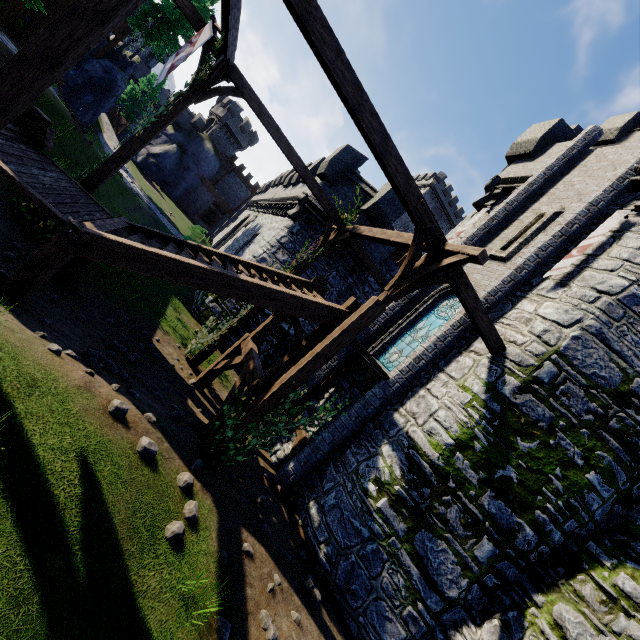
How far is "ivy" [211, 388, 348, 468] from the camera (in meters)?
6.65

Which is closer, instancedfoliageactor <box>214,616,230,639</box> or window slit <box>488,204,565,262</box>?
instancedfoliageactor <box>214,616,230,639</box>

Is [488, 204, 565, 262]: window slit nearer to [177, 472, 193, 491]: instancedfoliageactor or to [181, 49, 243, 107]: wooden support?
[181, 49, 243, 107]: wooden support

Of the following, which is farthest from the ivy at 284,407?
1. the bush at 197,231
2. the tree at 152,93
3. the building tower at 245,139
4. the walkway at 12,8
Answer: the building tower at 245,139

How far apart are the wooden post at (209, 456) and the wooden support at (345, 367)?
3.4m

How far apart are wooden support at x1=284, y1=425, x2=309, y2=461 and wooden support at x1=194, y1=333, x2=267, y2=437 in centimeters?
271cm

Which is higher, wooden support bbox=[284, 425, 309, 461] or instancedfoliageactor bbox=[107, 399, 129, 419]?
wooden support bbox=[284, 425, 309, 461]

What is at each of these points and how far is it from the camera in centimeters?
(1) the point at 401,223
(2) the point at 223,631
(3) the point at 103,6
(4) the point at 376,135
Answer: (1) building, 5928cm
(2) instancedfoliageactor, 432cm
(3) wooden post, 411cm
(4) wooden beam, 562cm
